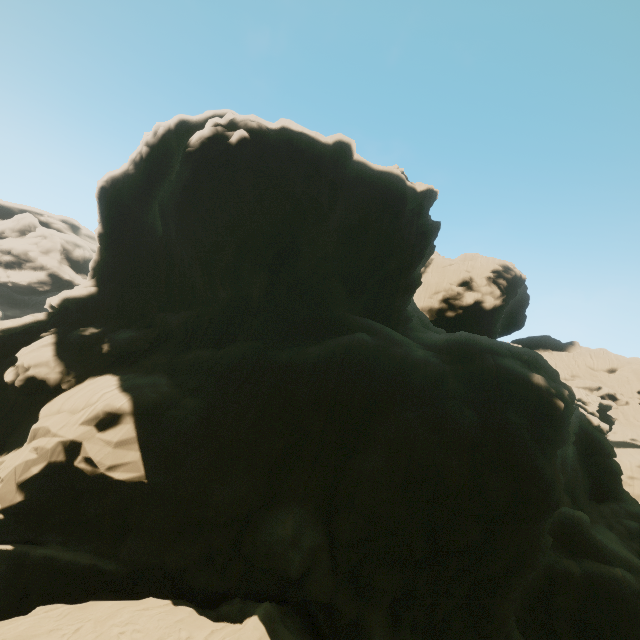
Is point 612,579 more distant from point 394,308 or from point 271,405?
point 394,308
